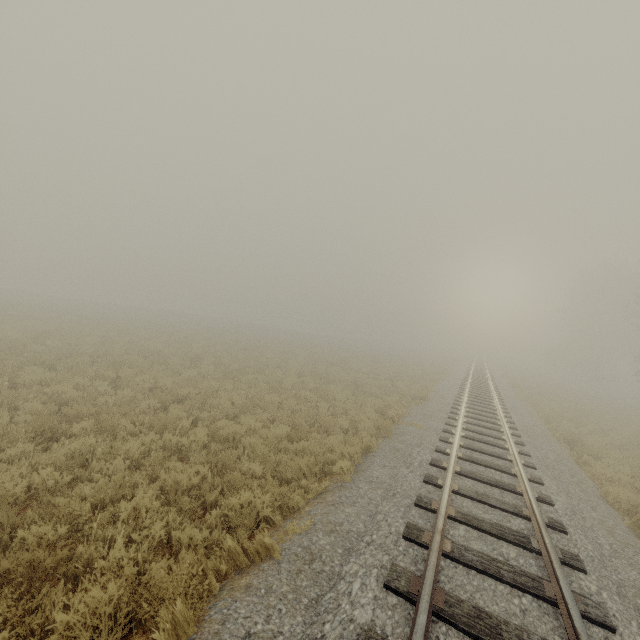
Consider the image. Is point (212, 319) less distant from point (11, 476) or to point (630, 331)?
point (11, 476)
